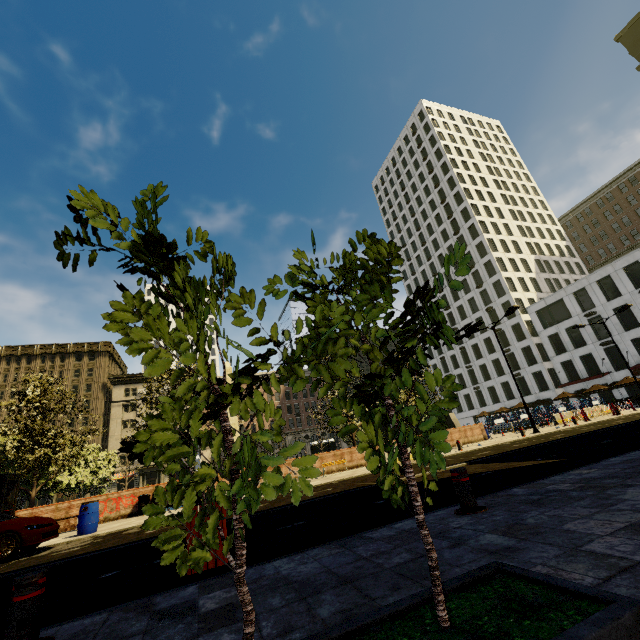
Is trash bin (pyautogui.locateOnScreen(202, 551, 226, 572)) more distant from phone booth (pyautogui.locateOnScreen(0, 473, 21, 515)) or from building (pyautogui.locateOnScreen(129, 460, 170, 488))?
phone booth (pyautogui.locateOnScreen(0, 473, 21, 515))

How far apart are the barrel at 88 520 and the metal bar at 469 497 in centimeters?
1308cm

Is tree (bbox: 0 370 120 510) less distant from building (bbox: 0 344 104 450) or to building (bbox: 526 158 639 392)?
building (bbox: 0 344 104 450)

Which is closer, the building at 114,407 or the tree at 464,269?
the tree at 464,269

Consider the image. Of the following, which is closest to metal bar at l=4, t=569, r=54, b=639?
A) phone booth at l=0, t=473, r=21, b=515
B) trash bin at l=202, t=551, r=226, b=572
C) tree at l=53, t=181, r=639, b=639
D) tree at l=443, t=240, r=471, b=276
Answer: trash bin at l=202, t=551, r=226, b=572

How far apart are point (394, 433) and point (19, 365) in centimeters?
7822cm

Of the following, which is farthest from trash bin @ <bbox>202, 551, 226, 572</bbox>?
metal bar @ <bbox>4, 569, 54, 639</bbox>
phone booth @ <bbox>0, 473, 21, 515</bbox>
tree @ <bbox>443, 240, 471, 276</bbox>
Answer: phone booth @ <bbox>0, 473, 21, 515</bbox>

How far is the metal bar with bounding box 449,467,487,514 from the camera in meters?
4.4 m
